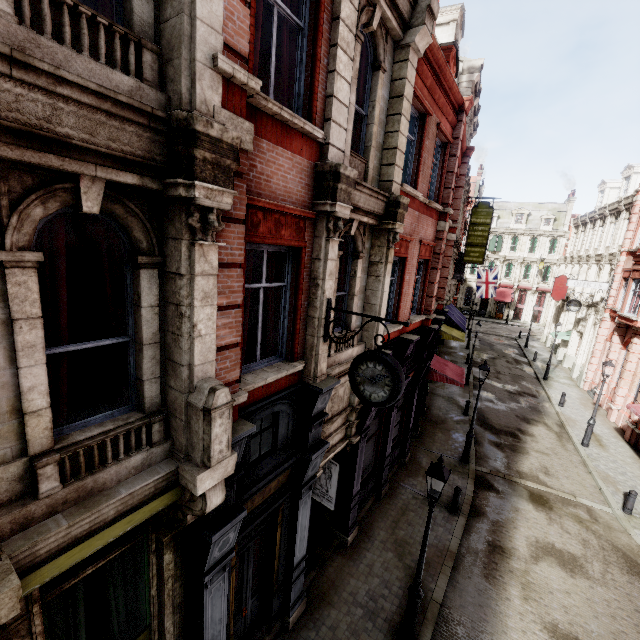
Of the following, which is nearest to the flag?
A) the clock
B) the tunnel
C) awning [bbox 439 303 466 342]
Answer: awning [bbox 439 303 466 342]

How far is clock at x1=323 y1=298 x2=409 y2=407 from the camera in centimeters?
546cm

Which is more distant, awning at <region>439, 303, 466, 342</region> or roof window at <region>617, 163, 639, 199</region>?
roof window at <region>617, 163, 639, 199</region>

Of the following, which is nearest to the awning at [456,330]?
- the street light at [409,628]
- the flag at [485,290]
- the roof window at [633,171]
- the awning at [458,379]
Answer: the flag at [485,290]

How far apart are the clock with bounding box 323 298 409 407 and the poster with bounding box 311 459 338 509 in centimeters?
469cm

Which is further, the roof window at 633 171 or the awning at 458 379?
the roof window at 633 171

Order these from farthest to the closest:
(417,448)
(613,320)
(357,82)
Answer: (613,320) → (417,448) → (357,82)

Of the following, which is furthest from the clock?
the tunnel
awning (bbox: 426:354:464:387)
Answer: awning (bbox: 426:354:464:387)
